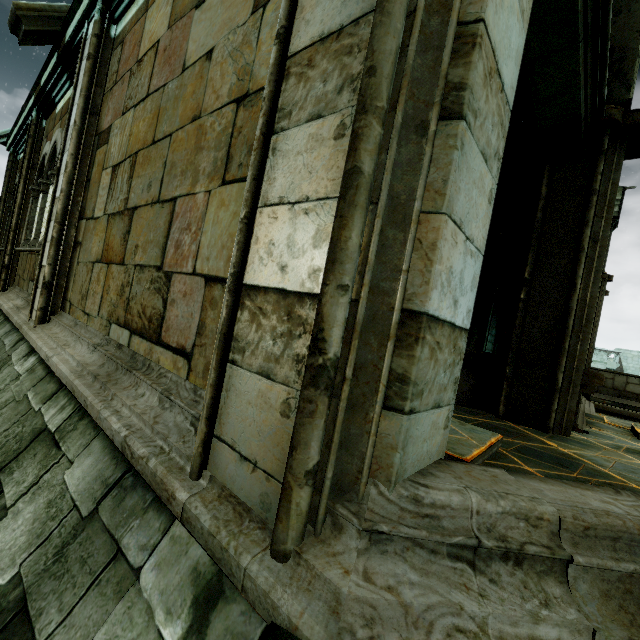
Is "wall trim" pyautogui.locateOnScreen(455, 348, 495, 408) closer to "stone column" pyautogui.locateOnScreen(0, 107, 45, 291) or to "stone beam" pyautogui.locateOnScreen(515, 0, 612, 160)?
"stone column" pyautogui.locateOnScreen(0, 107, 45, 291)

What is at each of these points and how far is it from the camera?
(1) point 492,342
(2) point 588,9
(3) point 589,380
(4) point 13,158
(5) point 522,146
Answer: (1) building, 18.2m
(2) stone beam, 2.6m
(3) wall trim, 4.3m
(4) stone column, 9.0m
(5) wooden beam, 10.8m

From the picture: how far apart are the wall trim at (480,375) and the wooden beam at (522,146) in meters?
7.0 m

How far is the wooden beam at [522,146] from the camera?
9.70m

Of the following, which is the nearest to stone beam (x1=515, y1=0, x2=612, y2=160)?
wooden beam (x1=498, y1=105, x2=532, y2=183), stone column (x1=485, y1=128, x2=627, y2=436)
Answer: stone column (x1=485, y1=128, x2=627, y2=436)

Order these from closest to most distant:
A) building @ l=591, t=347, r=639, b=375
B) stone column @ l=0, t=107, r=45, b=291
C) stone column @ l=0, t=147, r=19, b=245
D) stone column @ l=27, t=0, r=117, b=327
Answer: stone column @ l=27, t=0, r=117, b=327 < stone column @ l=0, t=107, r=45, b=291 < stone column @ l=0, t=147, r=19, b=245 < building @ l=591, t=347, r=639, b=375

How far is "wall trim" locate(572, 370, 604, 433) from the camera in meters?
4.2

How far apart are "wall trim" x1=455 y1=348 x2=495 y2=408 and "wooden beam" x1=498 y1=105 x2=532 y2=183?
7.0m
